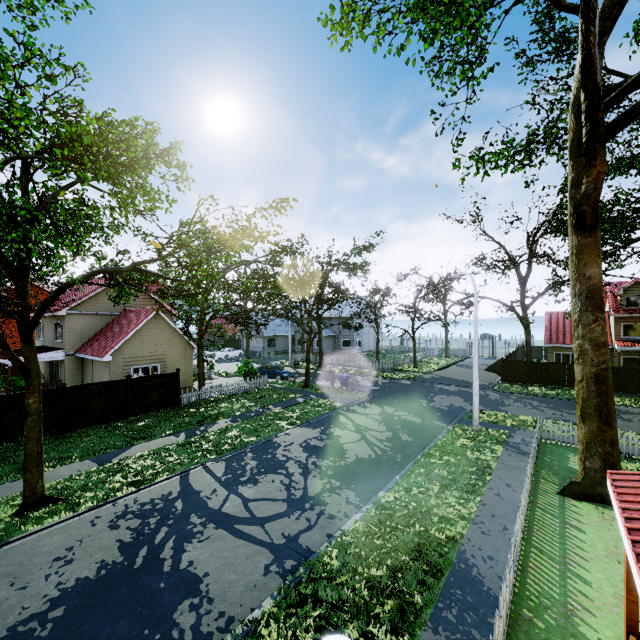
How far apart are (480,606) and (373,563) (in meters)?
2.28

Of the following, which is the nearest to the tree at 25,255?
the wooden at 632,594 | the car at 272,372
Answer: the car at 272,372

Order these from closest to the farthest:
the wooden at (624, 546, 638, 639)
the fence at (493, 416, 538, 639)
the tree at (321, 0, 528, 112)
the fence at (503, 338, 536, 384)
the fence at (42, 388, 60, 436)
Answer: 1. the wooden at (624, 546, 638, 639)
2. the fence at (493, 416, 538, 639)
3. the tree at (321, 0, 528, 112)
4. the fence at (42, 388, 60, 436)
5. the fence at (503, 338, 536, 384)

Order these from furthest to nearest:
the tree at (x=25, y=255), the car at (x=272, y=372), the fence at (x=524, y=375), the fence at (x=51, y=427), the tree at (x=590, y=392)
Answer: the car at (x=272, y=372) → the fence at (x=524, y=375) → the fence at (x=51, y=427) → the tree at (x=590, y=392) → the tree at (x=25, y=255)

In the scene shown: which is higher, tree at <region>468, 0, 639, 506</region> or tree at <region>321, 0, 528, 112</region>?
tree at <region>321, 0, 528, 112</region>

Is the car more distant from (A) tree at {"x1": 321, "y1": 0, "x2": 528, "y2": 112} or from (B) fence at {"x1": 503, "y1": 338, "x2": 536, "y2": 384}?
(B) fence at {"x1": 503, "y1": 338, "x2": 536, "y2": 384}

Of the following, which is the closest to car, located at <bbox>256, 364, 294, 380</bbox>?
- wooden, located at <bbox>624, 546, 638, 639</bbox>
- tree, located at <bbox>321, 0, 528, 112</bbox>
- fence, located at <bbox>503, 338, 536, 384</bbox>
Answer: tree, located at <bbox>321, 0, 528, 112</bbox>
